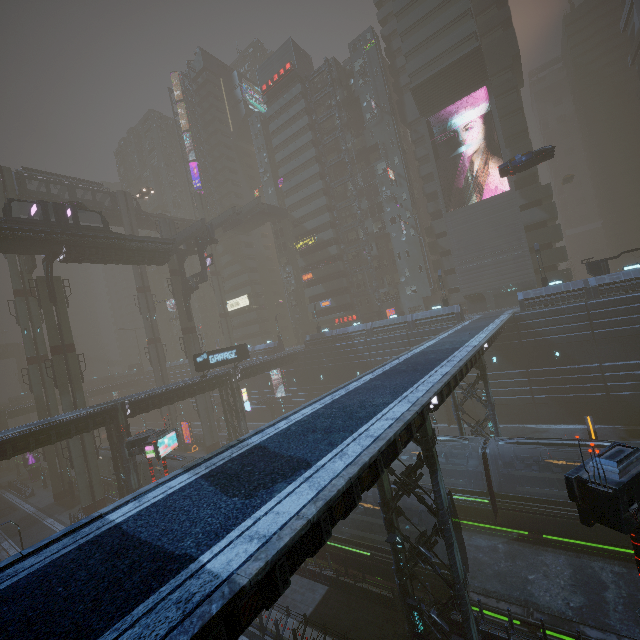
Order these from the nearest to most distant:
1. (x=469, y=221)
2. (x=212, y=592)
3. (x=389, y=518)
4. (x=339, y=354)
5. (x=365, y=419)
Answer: (x=212, y=592) < (x=365, y=419) < (x=389, y=518) < (x=469, y=221) < (x=339, y=354)

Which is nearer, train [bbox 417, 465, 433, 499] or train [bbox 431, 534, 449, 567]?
train [bbox 431, 534, 449, 567]

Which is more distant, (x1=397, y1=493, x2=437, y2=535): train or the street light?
(x1=397, y1=493, x2=437, y2=535): train

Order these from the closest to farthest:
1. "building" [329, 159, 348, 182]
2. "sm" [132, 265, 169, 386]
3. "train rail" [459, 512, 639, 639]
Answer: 1. "train rail" [459, 512, 639, 639]
2. "sm" [132, 265, 169, 386]
3. "building" [329, 159, 348, 182]

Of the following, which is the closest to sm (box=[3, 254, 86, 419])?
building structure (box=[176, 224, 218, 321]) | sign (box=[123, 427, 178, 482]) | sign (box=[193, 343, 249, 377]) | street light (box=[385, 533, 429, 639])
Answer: building structure (box=[176, 224, 218, 321])

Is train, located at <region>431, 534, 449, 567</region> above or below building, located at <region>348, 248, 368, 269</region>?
below

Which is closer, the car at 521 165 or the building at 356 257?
the car at 521 165

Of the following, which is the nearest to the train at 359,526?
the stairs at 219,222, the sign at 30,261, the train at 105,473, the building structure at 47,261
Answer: the train at 105,473
